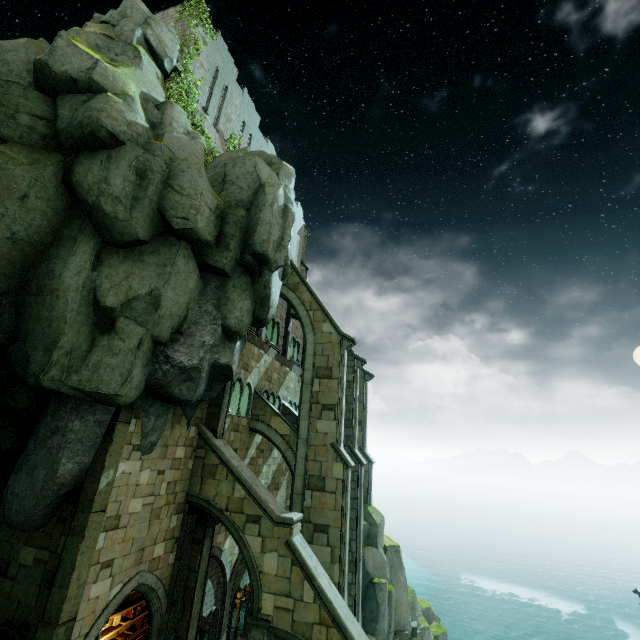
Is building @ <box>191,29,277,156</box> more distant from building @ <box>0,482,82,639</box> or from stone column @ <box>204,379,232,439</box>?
building @ <box>0,482,82,639</box>

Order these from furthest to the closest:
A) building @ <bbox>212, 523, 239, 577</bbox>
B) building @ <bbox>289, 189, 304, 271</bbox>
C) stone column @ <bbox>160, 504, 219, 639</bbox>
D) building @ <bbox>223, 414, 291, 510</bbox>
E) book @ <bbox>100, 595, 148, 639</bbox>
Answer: building @ <bbox>289, 189, 304, 271</bbox>
building @ <bbox>223, 414, 291, 510</bbox>
building @ <bbox>212, 523, 239, 577</bbox>
book @ <bbox>100, 595, 148, 639</bbox>
stone column @ <bbox>160, 504, 219, 639</bbox>

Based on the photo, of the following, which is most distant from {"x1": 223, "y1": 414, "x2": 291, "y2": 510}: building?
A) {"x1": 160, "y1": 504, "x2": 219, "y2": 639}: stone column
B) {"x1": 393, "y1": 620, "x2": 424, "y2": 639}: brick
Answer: {"x1": 393, "y1": 620, "x2": 424, "y2": 639}: brick

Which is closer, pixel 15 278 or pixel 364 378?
pixel 15 278

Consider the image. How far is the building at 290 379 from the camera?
17.89m

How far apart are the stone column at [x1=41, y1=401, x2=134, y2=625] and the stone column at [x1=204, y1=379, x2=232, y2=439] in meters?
3.7

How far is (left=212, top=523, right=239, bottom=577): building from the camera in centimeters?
1424cm

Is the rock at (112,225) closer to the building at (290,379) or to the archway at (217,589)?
the building at (290,379)
